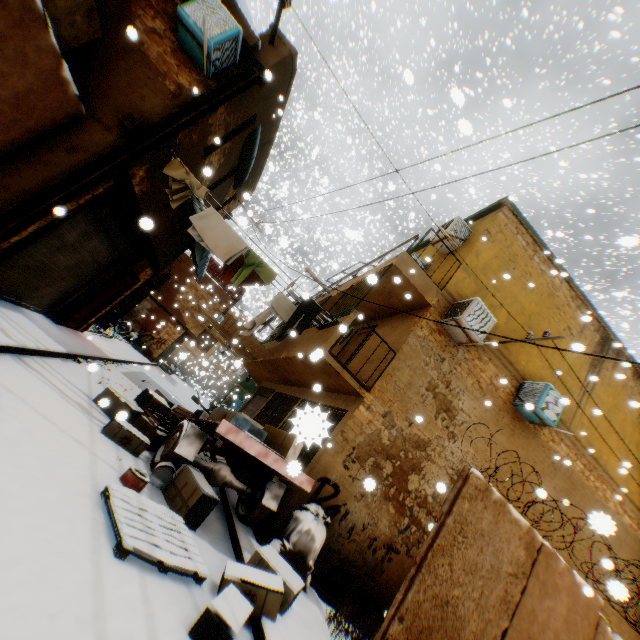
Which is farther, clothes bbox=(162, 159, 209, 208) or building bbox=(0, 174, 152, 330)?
clothes bbox=(162, 159, 209, 208)

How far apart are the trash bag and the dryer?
4.18m

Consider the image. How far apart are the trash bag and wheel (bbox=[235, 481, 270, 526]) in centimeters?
37cm

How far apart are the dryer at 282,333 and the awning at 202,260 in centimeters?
157cm

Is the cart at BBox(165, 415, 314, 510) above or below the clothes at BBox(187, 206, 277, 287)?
below

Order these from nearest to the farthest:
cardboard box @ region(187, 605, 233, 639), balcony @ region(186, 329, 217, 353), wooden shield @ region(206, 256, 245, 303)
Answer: cardboard box @ region(187, 605, 233, 639), balcony @ region(186, 329, 217, 353), wooden shield @ region(206, 256, 245, 303)

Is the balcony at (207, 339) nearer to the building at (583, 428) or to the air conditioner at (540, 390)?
the building at (583, 428)

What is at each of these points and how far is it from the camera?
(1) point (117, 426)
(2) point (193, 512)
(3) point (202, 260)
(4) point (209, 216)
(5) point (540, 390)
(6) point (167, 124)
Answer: (1) cardboard box, 5.3 meters
(2) cardboard box, 4.6 meters
(3) awning, 10.0 meters
(4) clothes, 6.8 meters
(5) air conditioner, 8.3 meters
(6) wooden beam, 6.0 meters
